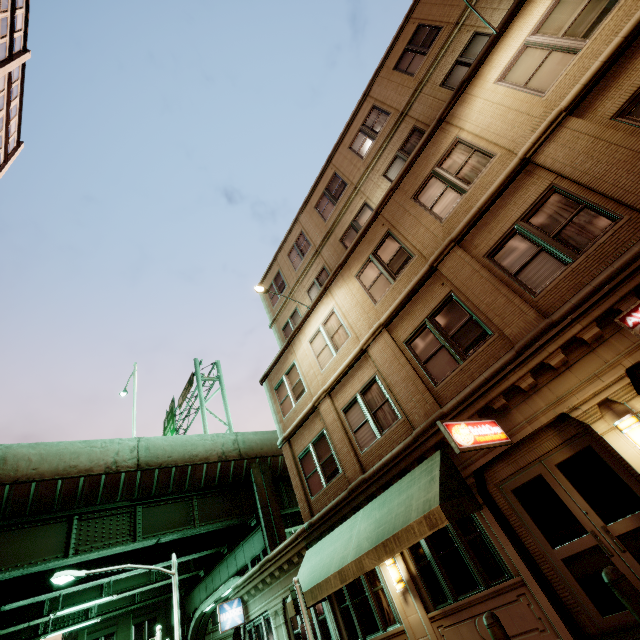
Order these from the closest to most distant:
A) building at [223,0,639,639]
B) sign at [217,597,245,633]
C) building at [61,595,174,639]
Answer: building at [223,0,639,639]
sign at [217,597,245,633]
building at [61,595,174,639]

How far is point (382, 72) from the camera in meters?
14.8

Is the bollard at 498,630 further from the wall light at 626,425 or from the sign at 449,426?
the wall light at 626,425

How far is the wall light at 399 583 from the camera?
8.7 meters

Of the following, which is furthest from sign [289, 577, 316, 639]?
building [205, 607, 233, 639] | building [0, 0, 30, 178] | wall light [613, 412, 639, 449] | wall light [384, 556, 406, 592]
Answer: building [205, 607, 233, 639]

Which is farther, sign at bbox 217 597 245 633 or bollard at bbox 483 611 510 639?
sign at bbox 217 597 245 633

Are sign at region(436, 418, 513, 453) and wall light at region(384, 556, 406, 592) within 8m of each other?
yes

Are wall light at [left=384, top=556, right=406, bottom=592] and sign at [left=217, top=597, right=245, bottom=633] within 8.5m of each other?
no
